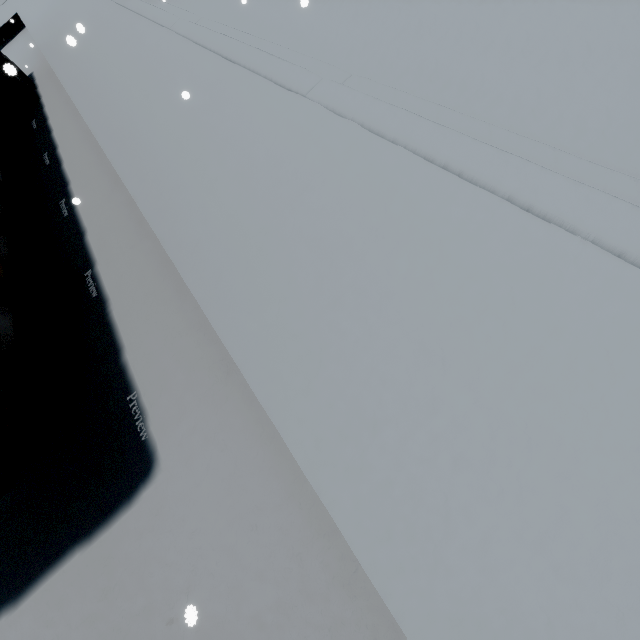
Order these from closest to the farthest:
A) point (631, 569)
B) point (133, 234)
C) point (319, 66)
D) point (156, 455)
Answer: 1. point (631, 569)
2. point (156, 455)
3. point (319, 66)
4. point (133, 234)

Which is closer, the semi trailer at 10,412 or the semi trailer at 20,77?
the semi trailer at 10,412

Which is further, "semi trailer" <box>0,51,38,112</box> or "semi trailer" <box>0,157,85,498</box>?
"semi trailer" <box>0,51,38,112</box>
